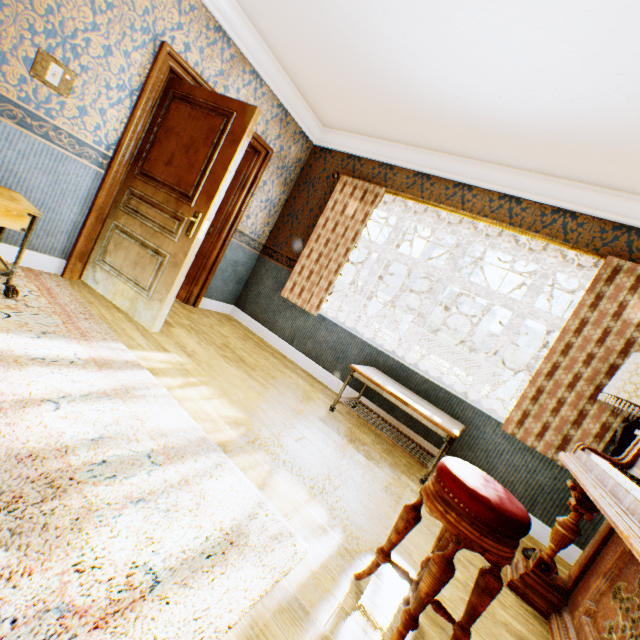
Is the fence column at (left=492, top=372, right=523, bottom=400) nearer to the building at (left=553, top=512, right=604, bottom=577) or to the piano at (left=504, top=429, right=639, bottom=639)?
the building at (left=553, top=512, right=604, bottom=577)

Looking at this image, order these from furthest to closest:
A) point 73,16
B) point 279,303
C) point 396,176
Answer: point 279,303 → point 396,176 → point 73,16

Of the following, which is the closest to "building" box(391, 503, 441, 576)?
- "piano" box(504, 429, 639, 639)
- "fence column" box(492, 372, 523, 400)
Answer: "piano" box(504, 429, 639, 639)

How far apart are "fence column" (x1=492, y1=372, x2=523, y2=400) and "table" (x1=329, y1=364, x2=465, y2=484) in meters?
14.1 m

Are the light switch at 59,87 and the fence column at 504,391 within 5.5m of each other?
no

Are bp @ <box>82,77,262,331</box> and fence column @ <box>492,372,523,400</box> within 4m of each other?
no

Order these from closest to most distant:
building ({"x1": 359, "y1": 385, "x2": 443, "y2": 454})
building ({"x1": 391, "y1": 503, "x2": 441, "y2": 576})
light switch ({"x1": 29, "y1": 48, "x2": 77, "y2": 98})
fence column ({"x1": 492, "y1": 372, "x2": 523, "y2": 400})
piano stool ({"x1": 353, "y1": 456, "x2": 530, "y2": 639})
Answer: piano stool ({"x1": 353, "y1": 456, "x2": 530, "y2": 639}), building ({"x1": 391, "y1": 503, "x2": 441, "y2": 576}), light switch ({"x1": 29, "y1": 48, "x2": 77, "y2": 98}), building ({"x1": 359, "y1": 385, "x2": 443, "y2": 454}), fence column ({"x1": 492, "y1": 372, "x2": 523, "y2": 400})

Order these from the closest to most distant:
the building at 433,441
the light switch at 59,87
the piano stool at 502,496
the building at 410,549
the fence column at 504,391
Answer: the piano stool at 502,496, the building at 410,549, the light switch at 59,87, the building at 433,441, the fence column at 504,391
